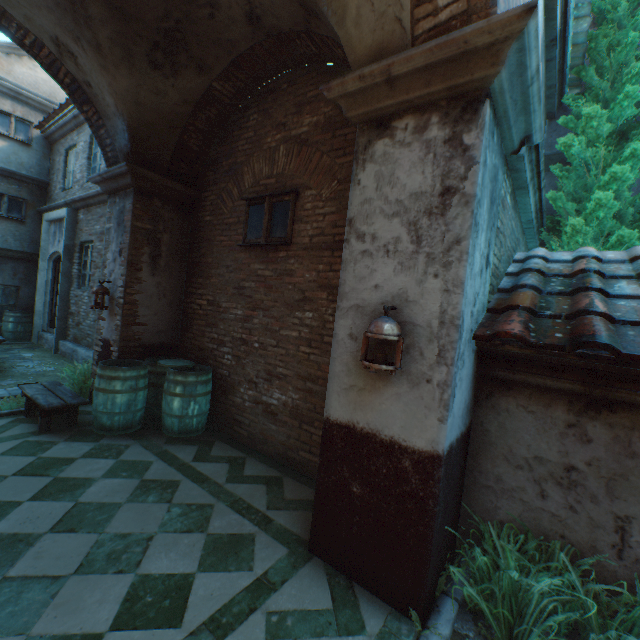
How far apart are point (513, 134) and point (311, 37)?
2.70m

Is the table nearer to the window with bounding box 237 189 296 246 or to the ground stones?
the window with bounding box 237 189 296 246

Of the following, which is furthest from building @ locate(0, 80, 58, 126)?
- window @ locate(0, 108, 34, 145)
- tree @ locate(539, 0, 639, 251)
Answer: tree @ locate(539, 0, 639, 251)

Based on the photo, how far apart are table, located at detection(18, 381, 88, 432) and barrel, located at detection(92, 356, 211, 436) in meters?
0.1 m

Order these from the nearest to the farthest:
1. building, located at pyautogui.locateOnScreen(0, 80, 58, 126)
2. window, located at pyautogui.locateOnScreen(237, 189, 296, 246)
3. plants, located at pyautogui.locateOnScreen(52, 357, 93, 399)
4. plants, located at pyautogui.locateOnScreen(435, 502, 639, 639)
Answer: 1. plants, located at pyautogui.locateOnScreen(435, 502, 639, 639)
2. window, located at pyautogui.locateOnScreen(237, 189, 296, 246)
3. plants, located at pyautogui.locateOnScreen(52, 357, 93, 399)
4. building, located at pyautogui.locateOnScreen(0, 80, 58, 126)

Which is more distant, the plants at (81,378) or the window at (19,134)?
the window at (19,134)

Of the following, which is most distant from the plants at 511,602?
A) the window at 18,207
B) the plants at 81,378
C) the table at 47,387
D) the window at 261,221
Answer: the window at 18,207
